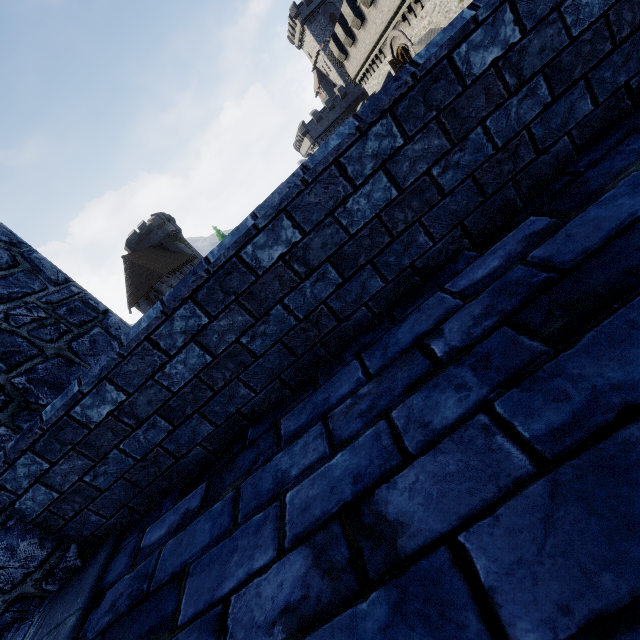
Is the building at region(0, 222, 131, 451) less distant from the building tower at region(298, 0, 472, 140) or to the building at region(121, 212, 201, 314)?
the building tower at region(298, 0, 472, 140)

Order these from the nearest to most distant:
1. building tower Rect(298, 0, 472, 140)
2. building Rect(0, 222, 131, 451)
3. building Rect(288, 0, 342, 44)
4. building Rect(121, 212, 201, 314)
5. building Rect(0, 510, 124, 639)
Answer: building Rect(0, 510, 124, 639), building Rect(0, 222, 131, 451), building tower Rect(298, 0, 472, 140), building Rect(121, 212, 201, 314), building Rect(288, 0, 342, 44)

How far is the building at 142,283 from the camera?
42.0 meters

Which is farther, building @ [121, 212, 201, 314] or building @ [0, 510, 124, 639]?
building @ [121, 212, 201, 314]

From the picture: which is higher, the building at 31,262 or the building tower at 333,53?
the building tower at 333,53

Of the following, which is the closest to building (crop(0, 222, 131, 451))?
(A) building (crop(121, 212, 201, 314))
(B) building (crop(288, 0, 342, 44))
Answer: (A) building (crop(121, 212, 201, 314))

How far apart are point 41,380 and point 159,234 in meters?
57.3 m

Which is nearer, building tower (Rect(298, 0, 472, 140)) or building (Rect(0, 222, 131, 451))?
building (Rect(0, 222, 131, 451))
